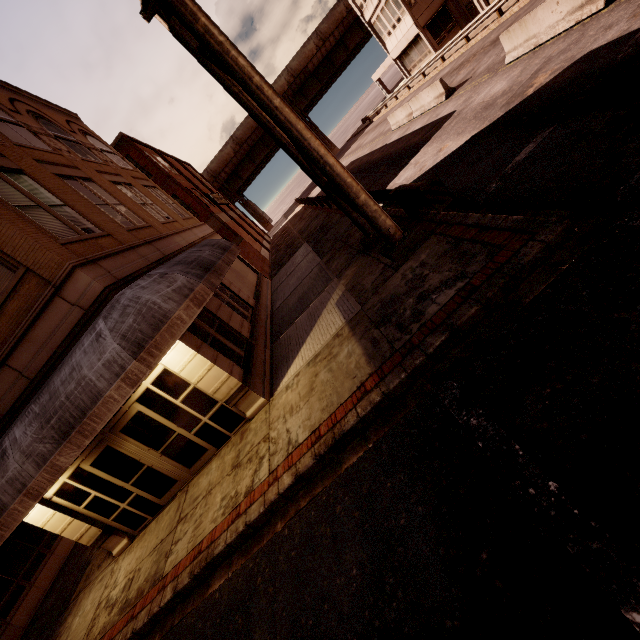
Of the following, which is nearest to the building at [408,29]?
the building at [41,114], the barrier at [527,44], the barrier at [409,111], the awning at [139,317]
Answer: the barrier at [409,111]

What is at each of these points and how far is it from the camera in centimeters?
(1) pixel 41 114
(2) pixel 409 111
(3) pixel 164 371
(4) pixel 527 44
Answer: (1) building, 1308cm
(2) barrier, 2073cm
(3) building, 806cm
(4) barrier, 1132cm

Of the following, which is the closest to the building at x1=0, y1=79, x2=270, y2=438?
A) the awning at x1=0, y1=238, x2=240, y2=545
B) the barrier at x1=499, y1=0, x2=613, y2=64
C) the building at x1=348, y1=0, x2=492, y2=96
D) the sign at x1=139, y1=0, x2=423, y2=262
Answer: the awning at x1=0, y1=238, x2=240, y2=545

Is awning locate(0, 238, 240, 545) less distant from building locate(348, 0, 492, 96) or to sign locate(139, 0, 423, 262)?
sign locate(139, 0, 423, 262)

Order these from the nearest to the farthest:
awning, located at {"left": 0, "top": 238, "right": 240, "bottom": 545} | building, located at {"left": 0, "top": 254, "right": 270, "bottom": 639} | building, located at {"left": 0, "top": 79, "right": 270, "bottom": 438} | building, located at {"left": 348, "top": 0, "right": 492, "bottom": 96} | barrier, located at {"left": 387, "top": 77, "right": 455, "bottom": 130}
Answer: awning, located at {"left": 0, "top": 238, "right": 240, "bottom": 545} < building, located at {"left": 0, "top": 79, "right": 270, "bottom": 438} < building, located at {"left": 0, "top": 254, "right": 270, "bottom": 639} < barrier, located at {"left": 387, "top": 77, "right": 455, "bottom": 130} < building, located at {"left": 348, "top": 0, "right": 492, "bottom": 96}

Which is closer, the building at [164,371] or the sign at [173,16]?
the sign at [173,16]

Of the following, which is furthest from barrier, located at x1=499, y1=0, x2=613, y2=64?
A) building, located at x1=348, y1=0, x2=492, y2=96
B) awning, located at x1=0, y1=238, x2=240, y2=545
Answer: building, located at x1=348, y1=0, x2=492, y2=96

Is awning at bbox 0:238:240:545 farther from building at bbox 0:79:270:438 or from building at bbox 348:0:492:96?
building at bbox 348:0:492:96
